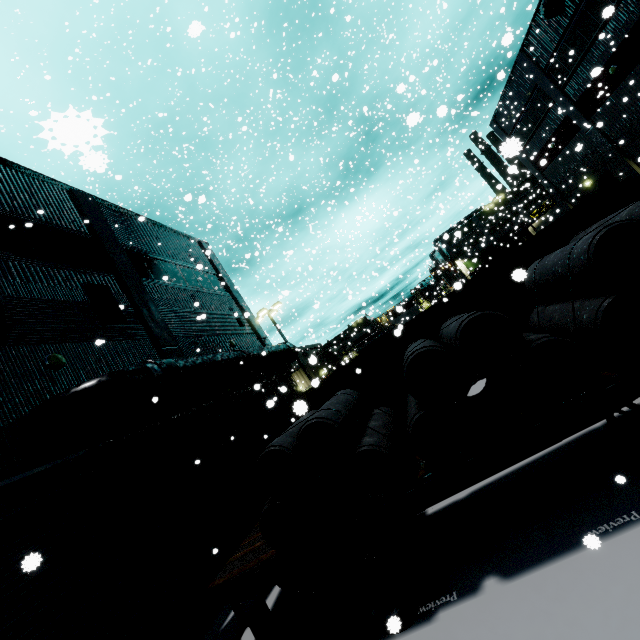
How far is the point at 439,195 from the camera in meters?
18.2 m

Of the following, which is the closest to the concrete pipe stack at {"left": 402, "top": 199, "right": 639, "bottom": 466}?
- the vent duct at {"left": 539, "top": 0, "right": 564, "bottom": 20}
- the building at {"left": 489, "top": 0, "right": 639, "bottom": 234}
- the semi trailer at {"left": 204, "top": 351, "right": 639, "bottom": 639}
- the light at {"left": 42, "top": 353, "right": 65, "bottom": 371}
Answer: the semi trailer at {"left": 204, "top": 351, "right": 639, "bottom": 639}

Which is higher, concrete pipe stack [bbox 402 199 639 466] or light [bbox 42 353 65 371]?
light [bbox 42 353 65 371]

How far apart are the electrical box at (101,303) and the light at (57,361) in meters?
1.9

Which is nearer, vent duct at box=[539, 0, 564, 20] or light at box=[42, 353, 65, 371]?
light at box=[42, 353, 65, 371]

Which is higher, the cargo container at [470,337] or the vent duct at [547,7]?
the vent duct at [547,7]

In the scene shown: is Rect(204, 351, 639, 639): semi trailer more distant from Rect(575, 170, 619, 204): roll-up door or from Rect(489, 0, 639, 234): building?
Rect(575, 170, 619, 204): roll-up door

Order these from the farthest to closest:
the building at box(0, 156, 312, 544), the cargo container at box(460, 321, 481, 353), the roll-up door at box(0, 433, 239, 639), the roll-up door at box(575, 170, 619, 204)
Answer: the roll-up door at box(575, 170, 619, 204)
the cargo container at box(460, 321, 481, 353)
the building at box(0, 156, 312, 544)
the roll-up door at box(0, 433, 239, 639)
